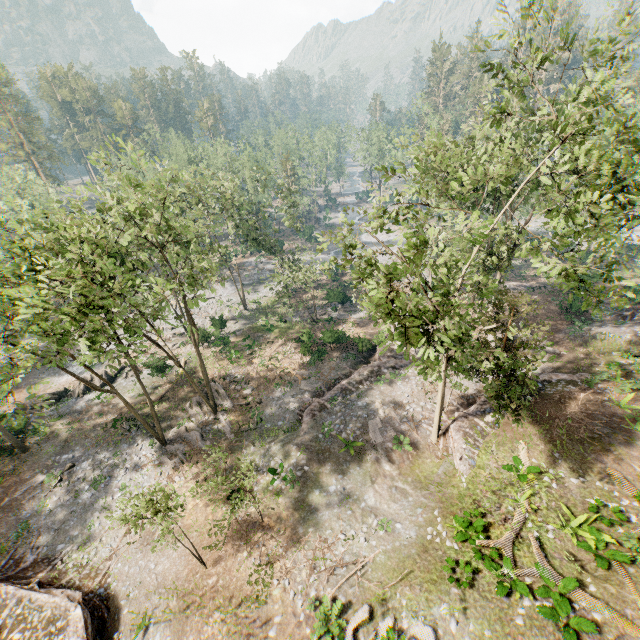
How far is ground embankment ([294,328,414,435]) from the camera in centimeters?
2526cm

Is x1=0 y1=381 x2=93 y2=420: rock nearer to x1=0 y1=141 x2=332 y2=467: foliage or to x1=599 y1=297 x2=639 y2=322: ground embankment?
x1=0 y1=141 x2=332 y2=467: foliage

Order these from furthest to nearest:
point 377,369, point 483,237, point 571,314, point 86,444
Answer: point 571,314
point 377,369
point 86,444
point 483,237

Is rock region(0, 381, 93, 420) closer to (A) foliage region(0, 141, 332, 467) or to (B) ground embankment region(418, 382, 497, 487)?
(A) foliage region(0, 141, 332, 467)

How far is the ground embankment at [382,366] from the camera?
25.3m

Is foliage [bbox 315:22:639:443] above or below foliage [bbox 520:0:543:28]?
below

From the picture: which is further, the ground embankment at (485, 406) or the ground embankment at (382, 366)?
the ground embankment at (382, 366)

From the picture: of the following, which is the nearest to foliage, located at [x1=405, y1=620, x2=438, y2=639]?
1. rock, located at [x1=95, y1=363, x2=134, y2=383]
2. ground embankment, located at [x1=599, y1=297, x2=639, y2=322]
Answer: rock, located at [x1=95, y1=363, x2=134, y2=383]
